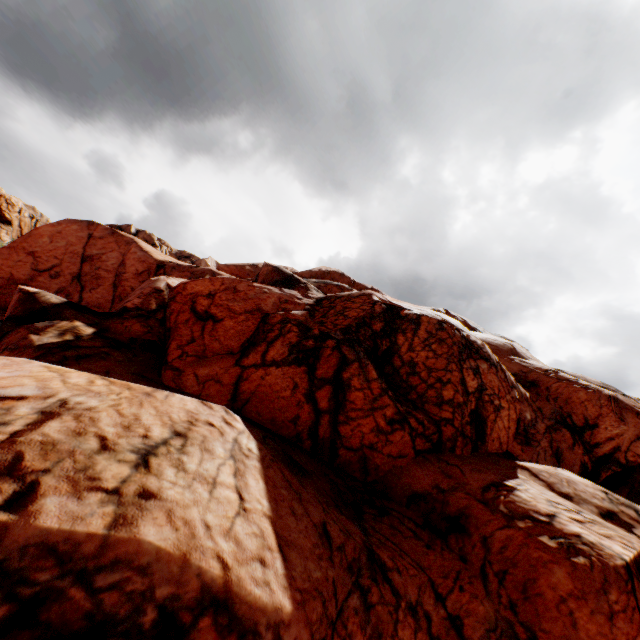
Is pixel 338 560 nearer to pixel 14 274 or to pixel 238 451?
pixel 238 451
